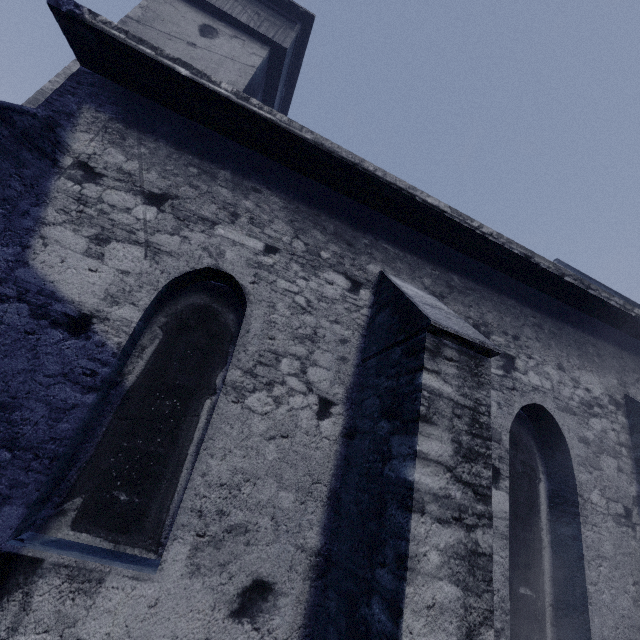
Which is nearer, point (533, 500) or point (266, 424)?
point (266, 424)
